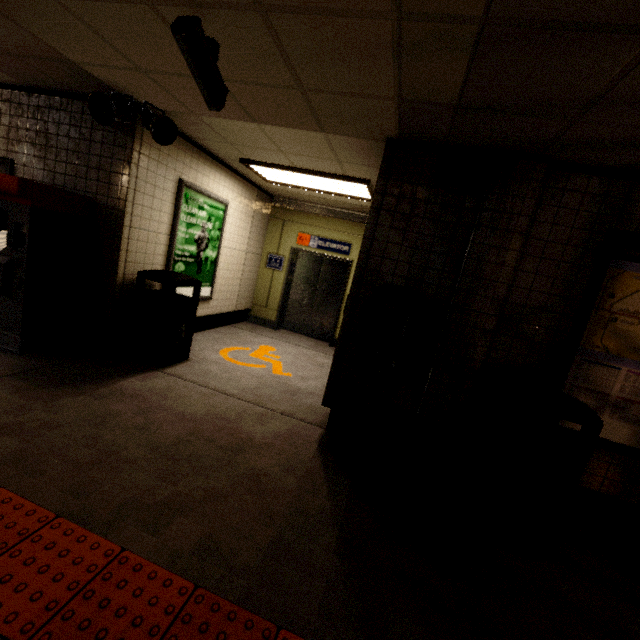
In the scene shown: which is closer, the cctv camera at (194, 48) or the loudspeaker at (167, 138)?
the cctv camera at (194, 48)

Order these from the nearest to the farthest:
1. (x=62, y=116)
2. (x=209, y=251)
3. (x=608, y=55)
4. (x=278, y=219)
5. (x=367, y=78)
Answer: (x=608, y=55) < (x=367, y=78) < (x=62, y=116) < (x=209, y=251) < (x=278, y=219)

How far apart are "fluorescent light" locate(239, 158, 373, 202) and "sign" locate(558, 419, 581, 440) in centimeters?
269cm

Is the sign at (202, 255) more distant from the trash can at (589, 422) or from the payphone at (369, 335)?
the trash can at (589, 422)

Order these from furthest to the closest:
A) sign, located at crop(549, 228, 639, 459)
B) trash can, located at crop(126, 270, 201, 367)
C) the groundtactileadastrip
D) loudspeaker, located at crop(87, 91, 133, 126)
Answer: trash can, located at crop(126, 270, 201, 367), loudspeaker, located at crop(87, 91, 133, 126), sign, located at crop(549, 228, 639, 459), the groundtactileadastrip

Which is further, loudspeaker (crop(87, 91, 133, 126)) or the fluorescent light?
the fluorescent light

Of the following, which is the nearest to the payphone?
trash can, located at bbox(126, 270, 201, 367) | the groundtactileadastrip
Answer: the groundtactileadastrip

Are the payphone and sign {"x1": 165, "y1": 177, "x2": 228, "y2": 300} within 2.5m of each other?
no
